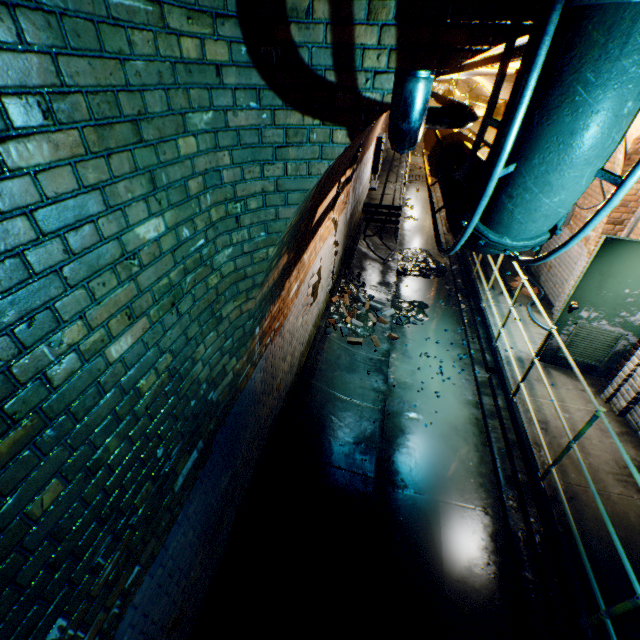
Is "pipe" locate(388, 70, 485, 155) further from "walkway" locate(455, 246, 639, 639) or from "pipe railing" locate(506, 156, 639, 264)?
"walkway" locate(455, 246, 639, 639)

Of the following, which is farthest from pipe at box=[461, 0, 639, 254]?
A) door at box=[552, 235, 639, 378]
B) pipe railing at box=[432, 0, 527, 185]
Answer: door at box=[552, 235, 639, 378]

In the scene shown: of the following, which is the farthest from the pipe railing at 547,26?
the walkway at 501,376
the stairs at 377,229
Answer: the stairs at 377,229

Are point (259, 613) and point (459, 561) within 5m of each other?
yes

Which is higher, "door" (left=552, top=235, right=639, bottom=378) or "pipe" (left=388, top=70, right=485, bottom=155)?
"pipe" (left=388, top=70, right=485, bottom=155)

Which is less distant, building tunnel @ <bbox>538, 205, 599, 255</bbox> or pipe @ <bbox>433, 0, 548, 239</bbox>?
pipe @ <bbox>433, 0, 548, 239</bbox>

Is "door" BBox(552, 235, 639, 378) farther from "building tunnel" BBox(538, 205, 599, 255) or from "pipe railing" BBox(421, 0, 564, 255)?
"pipe railing" BBox(421, 0, 564, 255)

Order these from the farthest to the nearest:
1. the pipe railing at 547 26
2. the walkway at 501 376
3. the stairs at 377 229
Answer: the stairs at 377 229
the walkway at 501 376
the pipe railing at 547 26
